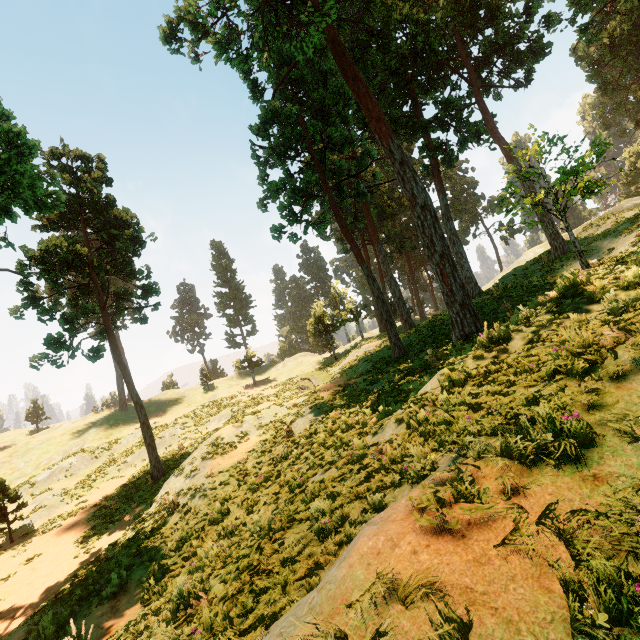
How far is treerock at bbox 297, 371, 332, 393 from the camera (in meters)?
25.42

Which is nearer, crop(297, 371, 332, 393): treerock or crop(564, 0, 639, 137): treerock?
crop(564, 0, 639, 137): treerock

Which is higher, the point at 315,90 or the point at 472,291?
the point at 315,90

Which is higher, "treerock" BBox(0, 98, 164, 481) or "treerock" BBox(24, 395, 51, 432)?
"treerock" BBox(0, 98, 164, 481)

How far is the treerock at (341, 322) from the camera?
38.6m

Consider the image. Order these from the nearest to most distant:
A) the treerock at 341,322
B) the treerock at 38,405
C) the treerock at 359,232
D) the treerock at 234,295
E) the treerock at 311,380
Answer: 1. the treerock at 359,232
2. the treerock at 311,380
3. the treerock at 341,322
4. the treerock at 234,295
5. the treerock at 38,405
